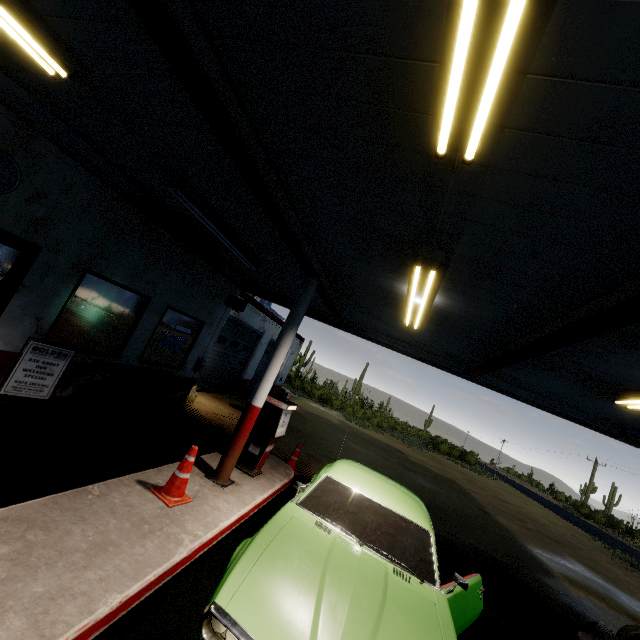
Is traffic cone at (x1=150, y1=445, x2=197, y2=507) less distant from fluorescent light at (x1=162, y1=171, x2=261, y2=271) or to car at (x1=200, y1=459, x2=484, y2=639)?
car at (x1=200, y1=459, x2=484, y2=639)

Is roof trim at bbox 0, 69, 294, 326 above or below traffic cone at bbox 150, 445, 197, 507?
above

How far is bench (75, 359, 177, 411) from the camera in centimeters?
655cm

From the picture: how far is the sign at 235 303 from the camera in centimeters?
1012cm

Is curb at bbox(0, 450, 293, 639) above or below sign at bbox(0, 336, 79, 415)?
below

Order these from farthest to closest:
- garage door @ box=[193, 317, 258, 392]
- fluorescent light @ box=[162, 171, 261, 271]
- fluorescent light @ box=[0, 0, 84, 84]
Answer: garage door @ box=[193, 317, 258, 392] → fluorescent light @ box=[162, 171, 261, 271] → fluorescent light @ box=[0, 0, 84, 84]

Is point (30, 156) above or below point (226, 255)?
below

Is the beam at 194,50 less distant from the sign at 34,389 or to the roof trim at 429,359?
the roof trim at 429,359
